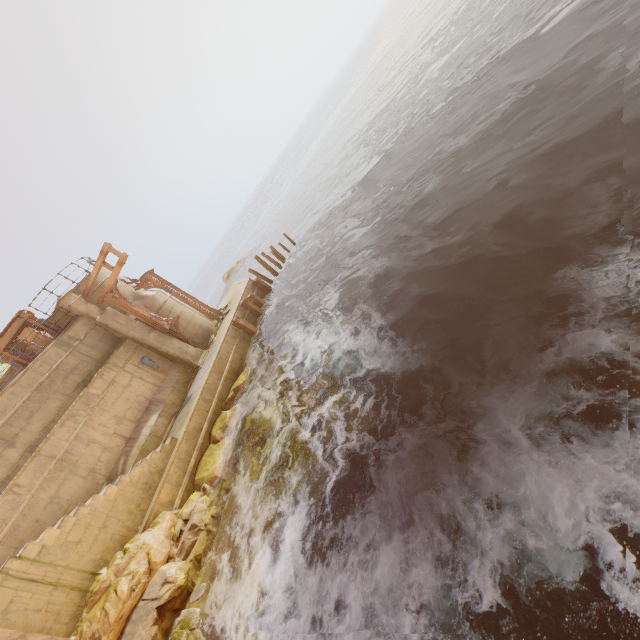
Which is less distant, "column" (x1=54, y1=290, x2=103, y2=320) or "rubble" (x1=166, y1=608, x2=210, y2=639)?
"rubble" (x1=166, y1=608, x2=210, y2=639)

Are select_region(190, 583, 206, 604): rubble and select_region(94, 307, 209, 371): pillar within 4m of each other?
no

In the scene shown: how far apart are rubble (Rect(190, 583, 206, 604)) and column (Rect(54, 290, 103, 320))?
12.54m

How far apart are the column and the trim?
0.4 meters

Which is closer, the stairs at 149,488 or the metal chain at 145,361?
the stairs at 149,488

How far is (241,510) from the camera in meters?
9.1 m

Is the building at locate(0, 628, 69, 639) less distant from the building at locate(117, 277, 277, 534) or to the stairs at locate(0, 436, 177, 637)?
the stairs at locate(0, 436, 177, 637)

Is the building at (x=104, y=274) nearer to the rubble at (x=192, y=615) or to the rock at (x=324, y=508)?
the rock at (x=324, y=508)
